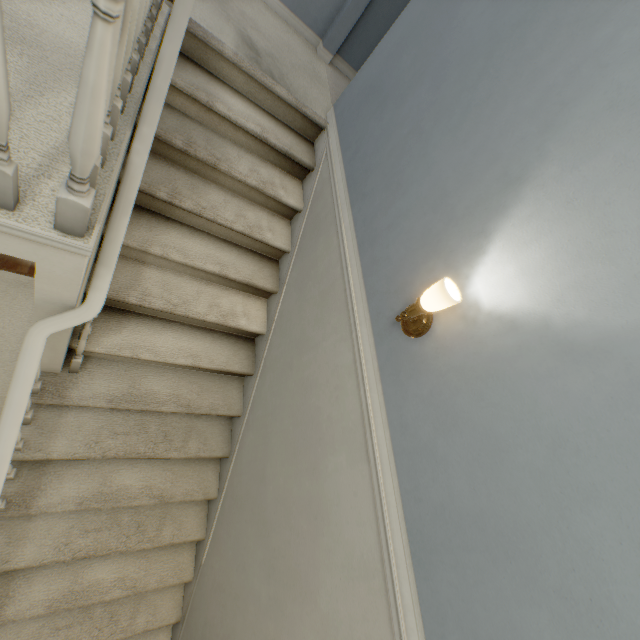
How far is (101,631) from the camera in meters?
2.1

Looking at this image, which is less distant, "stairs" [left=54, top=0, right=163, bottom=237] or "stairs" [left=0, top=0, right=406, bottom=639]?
"stairs" [left=54, top=0, right=163, bottom=237]

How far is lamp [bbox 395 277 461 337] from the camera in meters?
1.1 m

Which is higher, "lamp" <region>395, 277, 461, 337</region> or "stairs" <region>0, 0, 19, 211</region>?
"lamp" <region>395, 277, 461, 337</region>

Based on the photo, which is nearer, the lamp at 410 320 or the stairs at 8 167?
the stairs at 8 167

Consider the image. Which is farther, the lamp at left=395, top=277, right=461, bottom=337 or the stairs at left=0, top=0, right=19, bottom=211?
the lamp at left=395, top=277, right=461, bottom=337

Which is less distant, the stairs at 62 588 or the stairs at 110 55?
the stairs at 110 55

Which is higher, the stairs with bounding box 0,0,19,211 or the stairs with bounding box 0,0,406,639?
the stairs with bounding box 0,0,19,211
